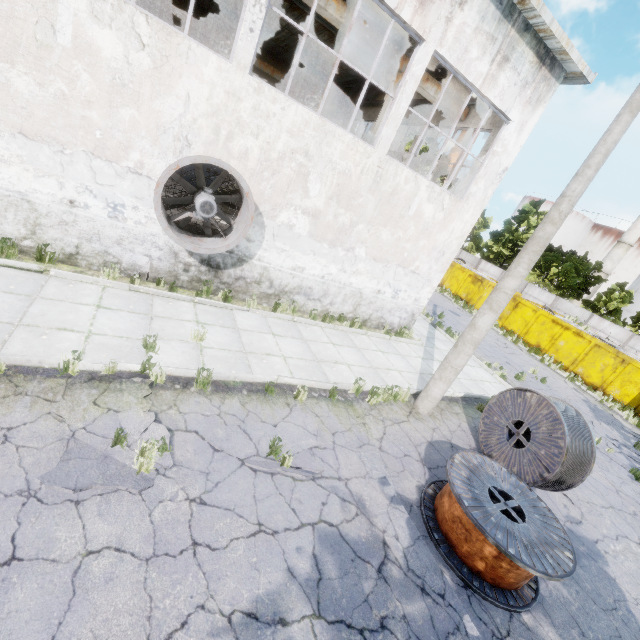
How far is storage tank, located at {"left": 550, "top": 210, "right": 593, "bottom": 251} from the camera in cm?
5681

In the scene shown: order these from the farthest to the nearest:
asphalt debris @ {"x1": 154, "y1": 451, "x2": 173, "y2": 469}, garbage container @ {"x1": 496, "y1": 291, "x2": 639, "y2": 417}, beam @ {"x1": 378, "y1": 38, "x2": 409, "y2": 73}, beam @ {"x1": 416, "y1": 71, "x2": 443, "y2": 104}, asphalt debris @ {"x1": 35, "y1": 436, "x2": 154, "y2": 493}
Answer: garbage container @ {"x1": 496, "y1": 291, "x2": 639, "y2": 417}
beam @ {"x1": 416, "y1": 71, "x2": 443, "y2": 104}
beam @ {"x1": 378, "y1": 38, "x2": 409, "y2": 73}
asphalt debris @ {"x1": 154, "y1": 451, "x2": 173, "y2": 469}
asphalt debris @ {"x1": 35, "y1": 436, "x2": 154, "y2": 493}

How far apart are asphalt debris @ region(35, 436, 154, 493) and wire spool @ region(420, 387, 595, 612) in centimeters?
406cm

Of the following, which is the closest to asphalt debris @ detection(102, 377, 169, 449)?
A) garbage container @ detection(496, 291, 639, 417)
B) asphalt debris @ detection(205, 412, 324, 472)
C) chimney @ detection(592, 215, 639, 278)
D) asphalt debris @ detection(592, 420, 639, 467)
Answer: asphalt debris @ detection(205, 412, 324, 472)

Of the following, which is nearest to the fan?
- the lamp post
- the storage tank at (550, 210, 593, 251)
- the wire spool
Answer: the lamp post

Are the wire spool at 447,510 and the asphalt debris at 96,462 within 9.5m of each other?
Answer: yes

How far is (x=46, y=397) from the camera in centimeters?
448cm

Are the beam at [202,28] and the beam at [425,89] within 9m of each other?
no
